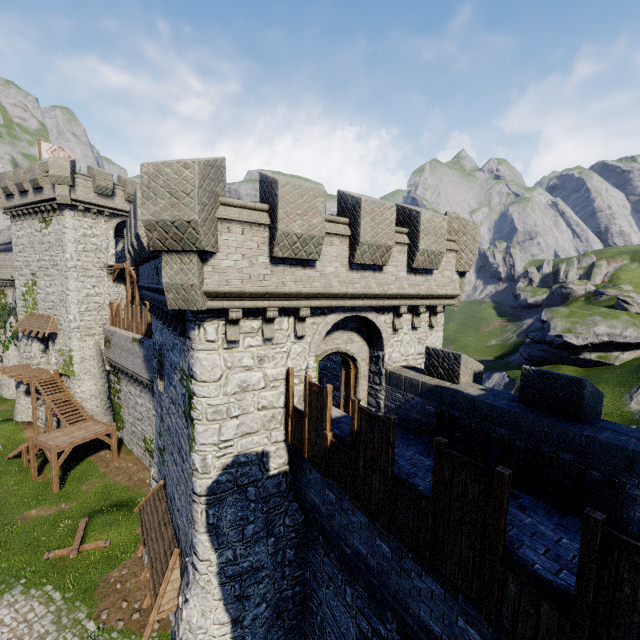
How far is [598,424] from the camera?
7.0 meters

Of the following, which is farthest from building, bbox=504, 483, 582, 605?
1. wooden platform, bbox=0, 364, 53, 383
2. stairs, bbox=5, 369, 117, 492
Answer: wooden platform, bbox=0, 364, 53, 383

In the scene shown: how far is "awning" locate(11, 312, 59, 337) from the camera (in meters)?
26.83

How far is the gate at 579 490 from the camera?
6.52m

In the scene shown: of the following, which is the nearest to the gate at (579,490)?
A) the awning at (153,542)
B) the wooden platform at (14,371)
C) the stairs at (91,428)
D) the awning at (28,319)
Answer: the awning at (153,542)

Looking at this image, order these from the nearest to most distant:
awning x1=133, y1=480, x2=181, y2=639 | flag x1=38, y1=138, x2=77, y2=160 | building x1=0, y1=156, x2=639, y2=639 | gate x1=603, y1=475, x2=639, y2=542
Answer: gate x1=603, y1=475, x2=639, y2=542 → building x1=0, y1=156, x2=639, y2=639 → awning x1=133, y1=480, x2=181, y2=639 → flag x1=38, y1=138, x2=77, y2=160

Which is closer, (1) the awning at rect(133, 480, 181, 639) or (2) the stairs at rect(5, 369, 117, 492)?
(1) the awning at rect(133, 480, 181, 639)

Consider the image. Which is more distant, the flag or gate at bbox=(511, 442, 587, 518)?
the flag
